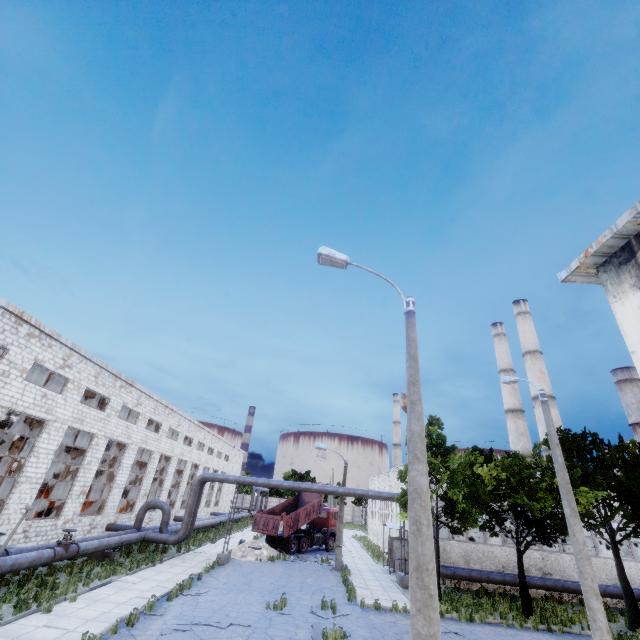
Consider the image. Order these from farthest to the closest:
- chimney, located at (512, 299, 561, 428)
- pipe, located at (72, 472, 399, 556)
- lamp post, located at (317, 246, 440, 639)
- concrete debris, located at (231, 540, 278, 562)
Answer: chimney, located at (512, 299, 561, 428), concrete debris, located at (231, 540, 278, 562), pipe, located at (72, 472, 399, 556), lamp post, located at (317, 246, 440, 639)

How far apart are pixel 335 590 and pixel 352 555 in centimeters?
1505cm

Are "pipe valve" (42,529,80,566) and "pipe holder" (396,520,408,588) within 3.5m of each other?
no

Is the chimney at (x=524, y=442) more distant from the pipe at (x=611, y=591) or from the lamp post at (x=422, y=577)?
the lamp post at (x=422, y=577)

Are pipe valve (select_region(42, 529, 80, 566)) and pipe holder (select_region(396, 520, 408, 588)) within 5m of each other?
no

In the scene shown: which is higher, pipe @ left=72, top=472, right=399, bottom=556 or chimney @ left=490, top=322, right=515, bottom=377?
chimney @ left=490, top=322, right=515, bottom=377

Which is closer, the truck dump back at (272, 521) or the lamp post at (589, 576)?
the lamp post at (589, 576)

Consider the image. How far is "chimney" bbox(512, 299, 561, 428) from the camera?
39.72m
